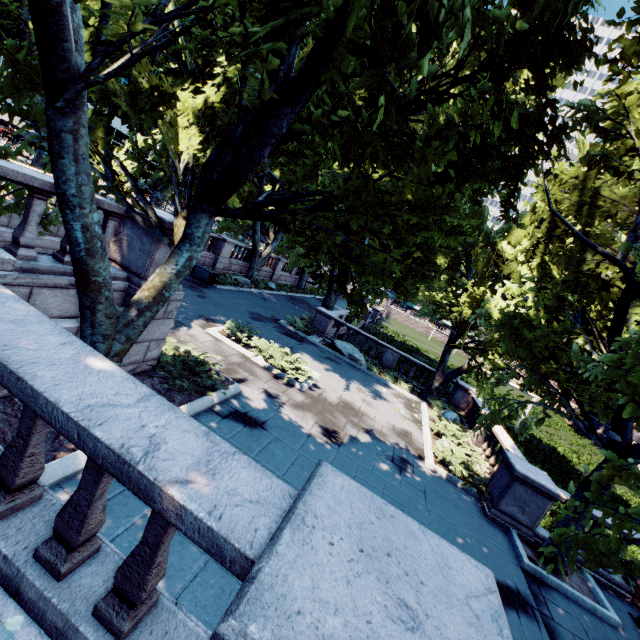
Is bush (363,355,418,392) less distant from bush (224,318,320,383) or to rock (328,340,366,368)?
rock (328,340,366,368)

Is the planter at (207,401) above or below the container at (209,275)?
below

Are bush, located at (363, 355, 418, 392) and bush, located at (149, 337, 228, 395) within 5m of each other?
no

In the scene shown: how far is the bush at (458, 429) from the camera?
10.95m

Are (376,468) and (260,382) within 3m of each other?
no

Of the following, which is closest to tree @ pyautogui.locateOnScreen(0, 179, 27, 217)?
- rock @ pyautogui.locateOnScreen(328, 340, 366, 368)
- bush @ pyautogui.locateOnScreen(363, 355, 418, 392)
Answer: bush @ pyautogui.locateOnScreen(363, 355, 418, 392)

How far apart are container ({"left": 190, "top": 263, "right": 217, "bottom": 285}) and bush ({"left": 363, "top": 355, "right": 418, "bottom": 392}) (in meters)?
12.63

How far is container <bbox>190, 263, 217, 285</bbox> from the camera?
21.3 meters
